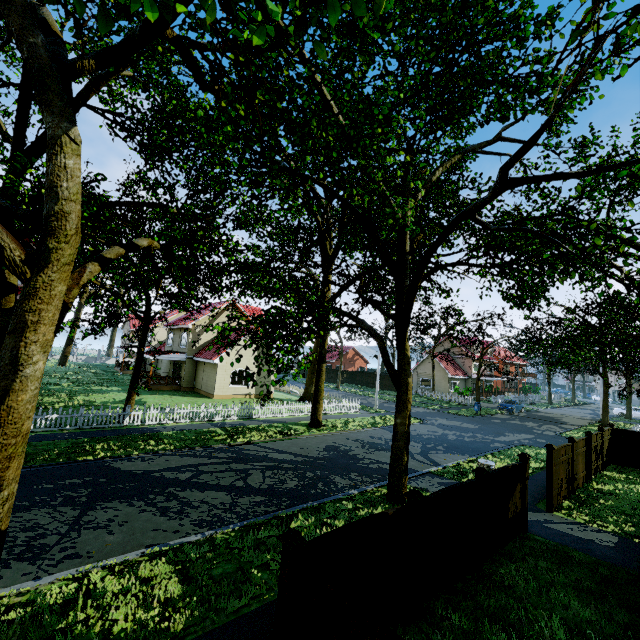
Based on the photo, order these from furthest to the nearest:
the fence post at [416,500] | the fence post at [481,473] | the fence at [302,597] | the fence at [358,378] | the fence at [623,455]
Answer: the fence at [358,378], the fence at [623,455], the fence post at [481,473], the fence post at [416,500], the fence at [302,597]

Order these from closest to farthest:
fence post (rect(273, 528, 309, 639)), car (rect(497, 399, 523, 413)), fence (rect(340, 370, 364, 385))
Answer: fence post (rect(273, 528, 309, 639)) < car (rect(497, 399, 523, 413)) < fence (rect(340, 370, 364, 385))

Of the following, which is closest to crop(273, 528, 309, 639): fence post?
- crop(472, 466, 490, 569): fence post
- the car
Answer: crop(472, 466, 490, 569): fence post

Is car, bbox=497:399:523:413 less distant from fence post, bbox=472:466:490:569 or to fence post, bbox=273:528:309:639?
fence post, bbox=472:466:490:569

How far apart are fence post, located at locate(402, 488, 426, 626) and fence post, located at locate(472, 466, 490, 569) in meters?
2.5

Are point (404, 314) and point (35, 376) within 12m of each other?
yes

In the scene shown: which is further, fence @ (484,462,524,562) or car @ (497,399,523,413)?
car @ (497,399,523,413)

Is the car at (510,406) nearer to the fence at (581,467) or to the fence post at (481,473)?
the fence at (581,467)
